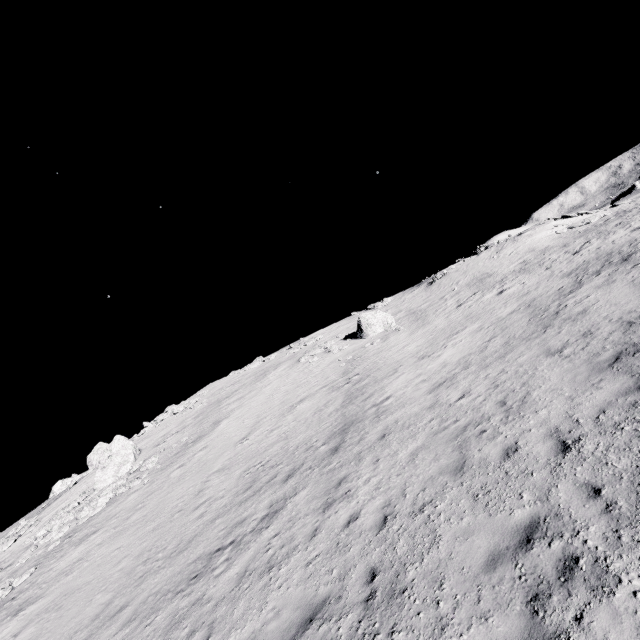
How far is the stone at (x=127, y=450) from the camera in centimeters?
2036cm

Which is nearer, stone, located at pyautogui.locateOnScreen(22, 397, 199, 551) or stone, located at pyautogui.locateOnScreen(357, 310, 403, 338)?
stone, located at pyautogui.locateOnScreen(22, 397, 199, 551)

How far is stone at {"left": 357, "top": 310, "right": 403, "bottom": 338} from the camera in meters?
28.1

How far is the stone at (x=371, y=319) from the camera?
28.1m

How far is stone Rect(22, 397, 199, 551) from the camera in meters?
20.4 m

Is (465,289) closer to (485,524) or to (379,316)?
(379,316)
